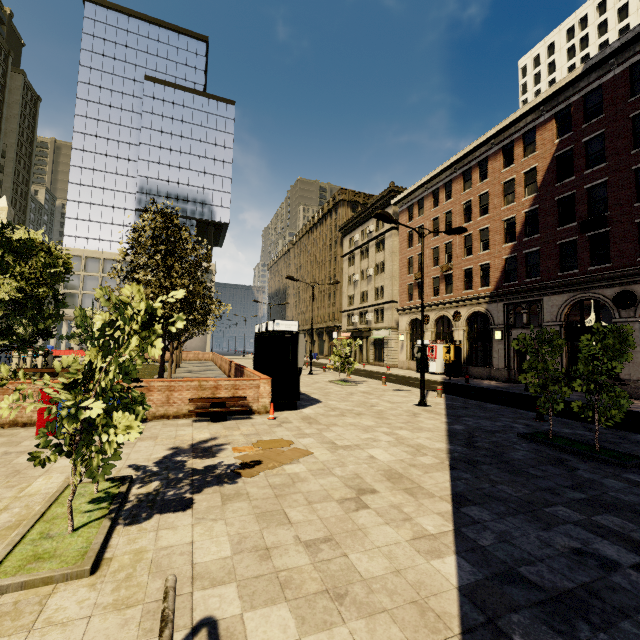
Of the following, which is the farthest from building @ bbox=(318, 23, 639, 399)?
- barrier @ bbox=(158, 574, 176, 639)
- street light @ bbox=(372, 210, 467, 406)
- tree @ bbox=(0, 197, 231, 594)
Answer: barrier @ bbox=(158, 574, 176, 639)

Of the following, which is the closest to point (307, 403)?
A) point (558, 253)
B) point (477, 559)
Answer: point (477, 559)

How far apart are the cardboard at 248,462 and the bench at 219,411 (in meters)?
2.32

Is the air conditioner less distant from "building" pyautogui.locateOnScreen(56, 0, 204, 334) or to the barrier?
"building" pyautogui.locateOnScreen(56, 0, 204, 334)

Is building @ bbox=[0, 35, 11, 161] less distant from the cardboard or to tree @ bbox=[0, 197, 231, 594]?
tree @ bbox=[0, 197, 231, 594]

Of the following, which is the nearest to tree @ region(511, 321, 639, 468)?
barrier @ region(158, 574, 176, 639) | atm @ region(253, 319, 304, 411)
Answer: barrier @ region(158, 574, 176, 639)

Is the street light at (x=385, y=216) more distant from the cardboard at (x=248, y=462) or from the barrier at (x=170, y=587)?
the barrier at (x=170, y=587)

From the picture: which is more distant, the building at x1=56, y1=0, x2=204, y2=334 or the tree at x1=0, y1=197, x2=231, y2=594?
the building at x1=56, y1=0, x2=204, y2=334
